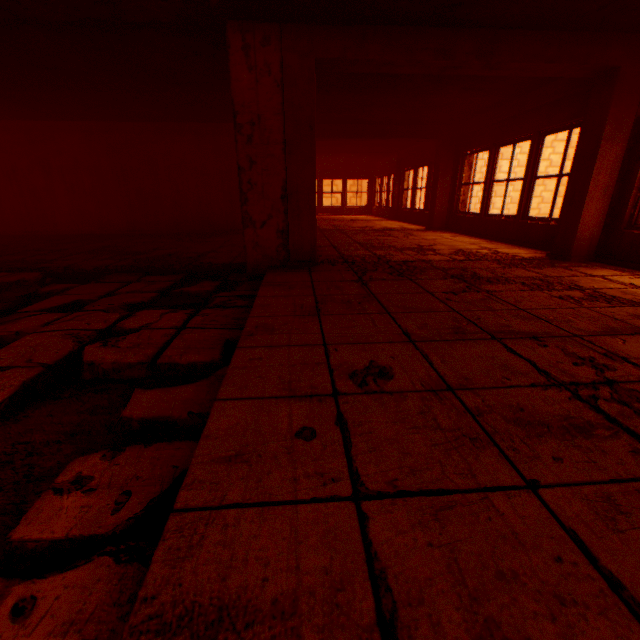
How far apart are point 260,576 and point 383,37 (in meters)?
4.80

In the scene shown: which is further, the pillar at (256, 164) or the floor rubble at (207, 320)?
the pillar at (256, 164)

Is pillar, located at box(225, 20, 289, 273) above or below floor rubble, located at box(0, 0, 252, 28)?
below

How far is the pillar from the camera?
3.53m

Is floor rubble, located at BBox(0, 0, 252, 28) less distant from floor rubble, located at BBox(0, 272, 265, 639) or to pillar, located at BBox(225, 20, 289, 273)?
pillar, located at BBox(225, 20, 289, 273)

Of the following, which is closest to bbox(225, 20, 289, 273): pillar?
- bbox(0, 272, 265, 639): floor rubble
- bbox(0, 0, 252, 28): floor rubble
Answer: bbox(0, 0, 252, 28): floor rubble

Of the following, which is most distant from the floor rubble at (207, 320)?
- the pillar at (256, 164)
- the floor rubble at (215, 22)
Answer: the floor rubble at (215, 22)
